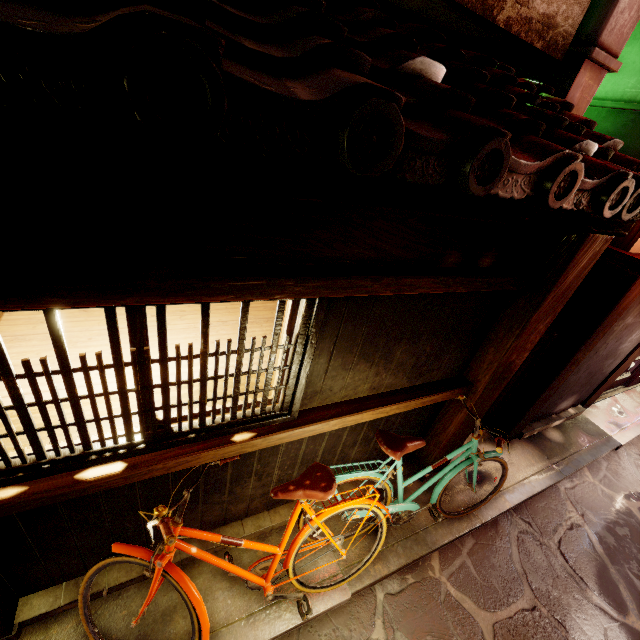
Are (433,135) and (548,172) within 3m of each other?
yes

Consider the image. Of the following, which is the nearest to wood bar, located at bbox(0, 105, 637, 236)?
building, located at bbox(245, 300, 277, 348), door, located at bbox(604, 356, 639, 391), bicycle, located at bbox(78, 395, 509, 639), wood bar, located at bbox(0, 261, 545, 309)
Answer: wood bar, located at bbox(0, 261, 545, 309)

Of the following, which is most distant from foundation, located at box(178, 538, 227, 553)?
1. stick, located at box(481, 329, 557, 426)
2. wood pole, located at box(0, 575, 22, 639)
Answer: stick, located at box(481, 329, 557, 426)

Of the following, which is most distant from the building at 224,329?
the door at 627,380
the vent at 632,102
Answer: the door at 627,380

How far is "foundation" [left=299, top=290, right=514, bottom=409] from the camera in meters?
4.0 m

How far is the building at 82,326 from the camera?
4.6m

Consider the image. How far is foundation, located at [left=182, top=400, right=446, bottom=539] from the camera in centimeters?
476cm

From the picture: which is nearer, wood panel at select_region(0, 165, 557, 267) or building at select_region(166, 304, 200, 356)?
wood panel at select_region(0, 165, 557, 267)
